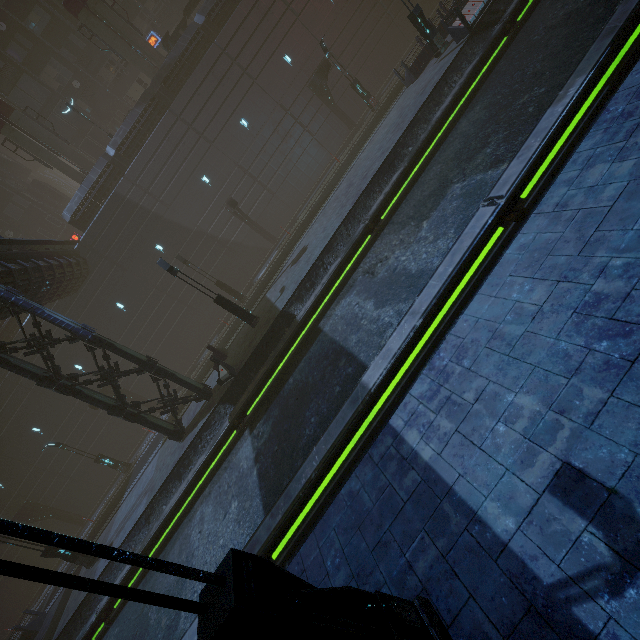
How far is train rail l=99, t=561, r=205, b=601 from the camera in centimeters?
991cm

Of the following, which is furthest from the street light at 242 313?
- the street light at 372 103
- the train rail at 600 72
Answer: the street light at 372 103

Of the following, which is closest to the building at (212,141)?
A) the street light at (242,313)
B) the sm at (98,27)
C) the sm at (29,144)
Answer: the sm at (98,27)

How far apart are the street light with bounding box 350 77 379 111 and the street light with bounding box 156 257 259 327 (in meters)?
18.05

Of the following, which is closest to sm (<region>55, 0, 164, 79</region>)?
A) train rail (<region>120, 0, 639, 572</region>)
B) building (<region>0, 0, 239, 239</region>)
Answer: building (<region>0, 0, 239, 239</region>)

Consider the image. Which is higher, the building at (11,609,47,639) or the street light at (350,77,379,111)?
the street light at (350,77,379,111)

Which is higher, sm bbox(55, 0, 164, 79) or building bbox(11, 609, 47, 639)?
sm bbox(55, 0, 164, 79)

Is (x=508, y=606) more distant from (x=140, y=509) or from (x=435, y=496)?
(x=140, y=509)
